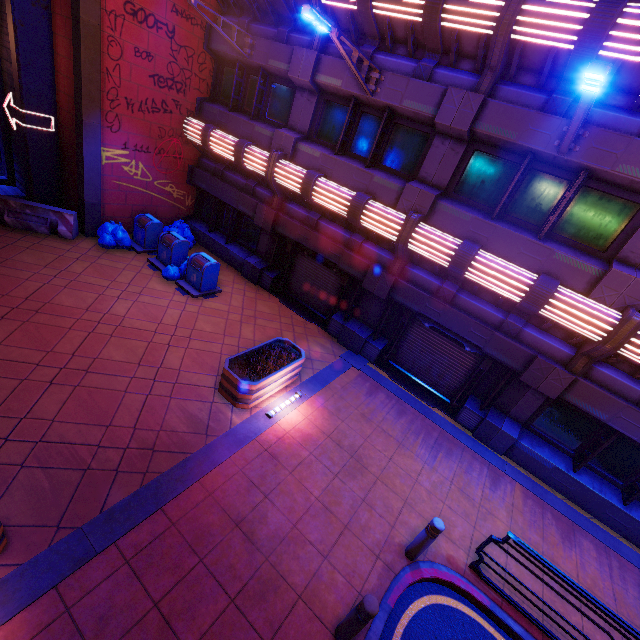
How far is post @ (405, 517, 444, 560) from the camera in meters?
5.3 m

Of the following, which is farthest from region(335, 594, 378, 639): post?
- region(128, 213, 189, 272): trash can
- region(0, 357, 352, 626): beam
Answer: region(128, 213, 189, 272): trash can

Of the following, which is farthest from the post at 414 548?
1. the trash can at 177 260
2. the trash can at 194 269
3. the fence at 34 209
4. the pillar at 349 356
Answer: the fence at 34 209

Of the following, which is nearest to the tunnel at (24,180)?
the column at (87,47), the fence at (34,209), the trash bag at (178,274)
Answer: the fence at (34,209)

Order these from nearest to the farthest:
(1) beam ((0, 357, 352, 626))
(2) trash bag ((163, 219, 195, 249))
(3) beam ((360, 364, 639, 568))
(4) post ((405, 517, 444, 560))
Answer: (1) beam ((0, 357, 352, 626))
(4) post ((405, 517, 444, 560))
(3) beam ((360, 364, 639, 568))
(2) trash bag ((163, 219, 195, 249))

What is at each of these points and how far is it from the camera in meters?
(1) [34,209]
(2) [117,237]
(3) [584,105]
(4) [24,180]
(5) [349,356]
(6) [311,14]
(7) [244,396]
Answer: (1) fence, 10.5 m
(2) trash bag, 11.4 m
(3) street light, 5.1 m
(4) tunnel, 12.1 m
(5) pillar, 10.6 m
(6) street light, 6.0 m
(7) plant holder, 7.1 m

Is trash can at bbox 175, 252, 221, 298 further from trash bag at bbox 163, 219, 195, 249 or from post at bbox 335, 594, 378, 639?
post at bbox 335, 594, 378, 639

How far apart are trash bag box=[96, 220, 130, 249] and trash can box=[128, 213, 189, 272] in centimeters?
87cm
